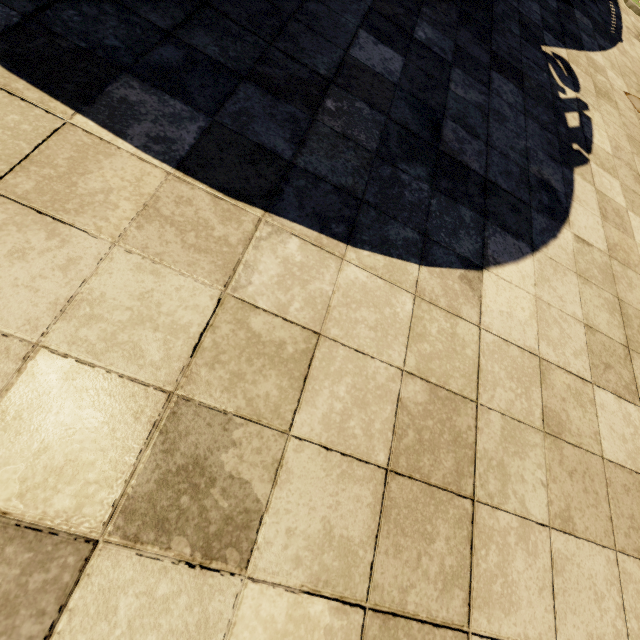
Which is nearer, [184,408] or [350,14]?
[184,408]
